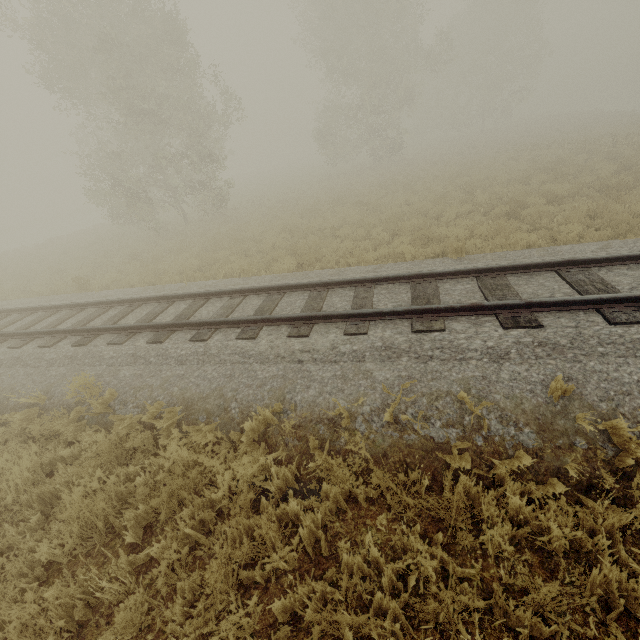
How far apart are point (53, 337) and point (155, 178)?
13.2m
